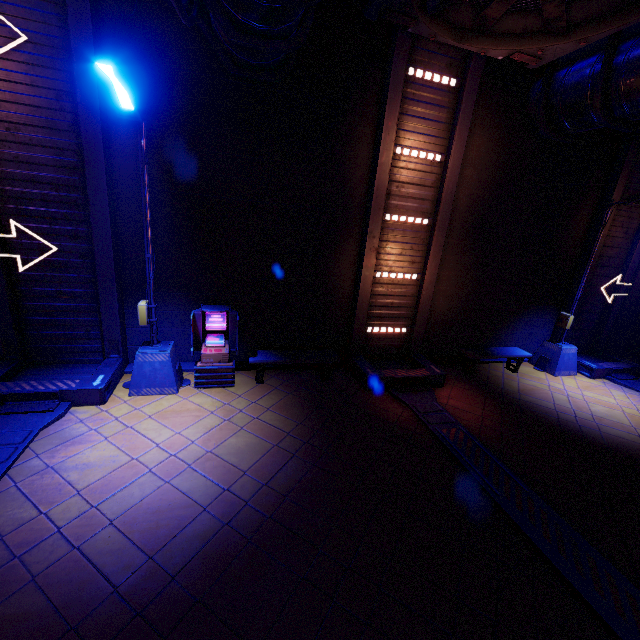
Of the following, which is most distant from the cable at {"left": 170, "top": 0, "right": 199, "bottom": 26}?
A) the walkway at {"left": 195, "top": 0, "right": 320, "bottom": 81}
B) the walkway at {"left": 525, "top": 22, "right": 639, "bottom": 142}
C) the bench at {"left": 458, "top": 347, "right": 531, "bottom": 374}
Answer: the bench at {"left": 458, "top": 347, "right": 531, "bottom": 374}

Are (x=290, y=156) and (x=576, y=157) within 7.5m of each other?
no

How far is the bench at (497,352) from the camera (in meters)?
10.29

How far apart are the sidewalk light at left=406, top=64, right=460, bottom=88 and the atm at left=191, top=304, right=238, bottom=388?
7.3m

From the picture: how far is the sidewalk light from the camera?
8.0 meters

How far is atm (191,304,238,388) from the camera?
7.8m

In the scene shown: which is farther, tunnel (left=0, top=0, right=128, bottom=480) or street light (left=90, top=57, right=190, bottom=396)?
tunnel (left=0, top=0, right=128, bottom=480)

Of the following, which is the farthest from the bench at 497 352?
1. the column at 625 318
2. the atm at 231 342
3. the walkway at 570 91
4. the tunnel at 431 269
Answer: the atm at 231 342
